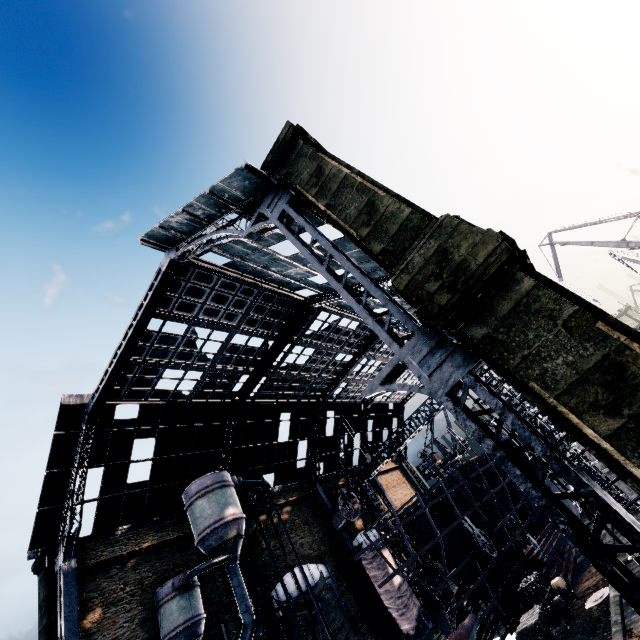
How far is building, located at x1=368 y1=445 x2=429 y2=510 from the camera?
45.5m

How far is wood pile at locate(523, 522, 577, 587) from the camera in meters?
22.8

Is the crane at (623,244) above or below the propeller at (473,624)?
above

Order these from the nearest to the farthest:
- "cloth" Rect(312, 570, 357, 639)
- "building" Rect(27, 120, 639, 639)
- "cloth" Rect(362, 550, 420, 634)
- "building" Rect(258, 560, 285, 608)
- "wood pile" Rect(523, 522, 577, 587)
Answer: "building" Rect(27, 120, 639, 639) < "wood pile" Rect(523, 522, 577, 587) < "cloth" Rect(312, 570, 357, 639) < "building" Rect(258, 560, 285, 608) < "cloth" Rect(362, 550, 420, 634)

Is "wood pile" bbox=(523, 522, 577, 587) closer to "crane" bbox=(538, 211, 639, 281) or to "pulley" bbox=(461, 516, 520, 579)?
"pulley" bbox=(461, 516, 520, 579)

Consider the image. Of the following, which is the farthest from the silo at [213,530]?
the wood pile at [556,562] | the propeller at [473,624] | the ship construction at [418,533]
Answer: the wood pile at [556,562]

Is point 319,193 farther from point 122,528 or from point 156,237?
point 122,528

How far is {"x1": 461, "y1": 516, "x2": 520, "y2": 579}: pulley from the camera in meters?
20.8 m
